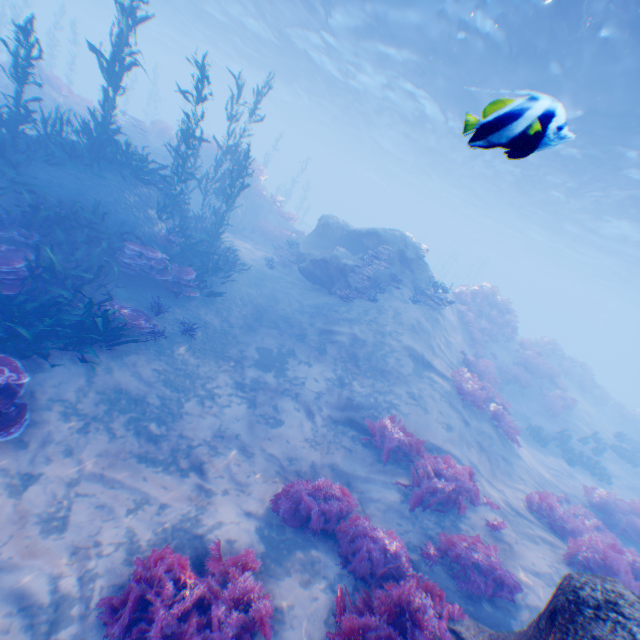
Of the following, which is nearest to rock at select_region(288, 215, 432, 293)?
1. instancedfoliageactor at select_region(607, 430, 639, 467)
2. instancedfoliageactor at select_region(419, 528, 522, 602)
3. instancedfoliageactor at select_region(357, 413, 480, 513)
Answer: instancedfoliageactor at select_region(607, 430, 639, 467)

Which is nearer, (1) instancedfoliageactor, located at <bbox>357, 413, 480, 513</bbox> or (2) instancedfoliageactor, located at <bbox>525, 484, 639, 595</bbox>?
(2) instancedfoliageactor, located at <bbox>525, 484, 639, 595</bbox>

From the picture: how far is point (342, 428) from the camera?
8.87m

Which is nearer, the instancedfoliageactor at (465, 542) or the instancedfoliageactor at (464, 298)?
the instancedfoliageactor at (465, 542)

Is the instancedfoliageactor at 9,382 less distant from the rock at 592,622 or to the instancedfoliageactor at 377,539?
the rock at 592,622

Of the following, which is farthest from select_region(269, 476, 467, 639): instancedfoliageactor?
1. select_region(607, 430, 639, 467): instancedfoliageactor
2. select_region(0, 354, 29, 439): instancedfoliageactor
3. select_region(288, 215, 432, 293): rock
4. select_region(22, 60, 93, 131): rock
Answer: select_region(22, 60, 93, 131): rock

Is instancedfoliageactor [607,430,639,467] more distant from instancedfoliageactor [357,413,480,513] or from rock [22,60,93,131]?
rock [22,60,93,131]

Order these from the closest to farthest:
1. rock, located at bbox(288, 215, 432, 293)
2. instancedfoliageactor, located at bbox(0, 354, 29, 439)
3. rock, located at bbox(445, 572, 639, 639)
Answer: rock, located at bbox(445, 572, 639, 639)
instancedfoliageactor, located at bbox(0, 354, 29, 439)
rock, located at bbox(288, 215, 432, 293)
